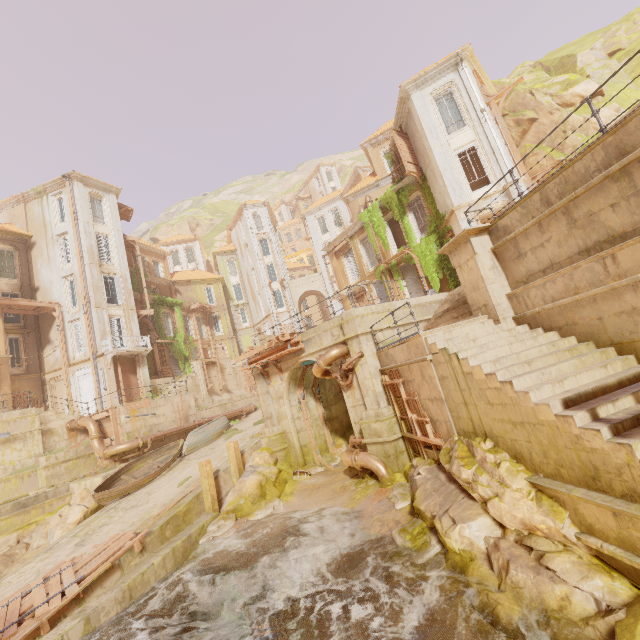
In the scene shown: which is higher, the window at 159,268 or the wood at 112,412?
the window at 159,268

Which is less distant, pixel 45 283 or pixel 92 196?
pixel 45 283

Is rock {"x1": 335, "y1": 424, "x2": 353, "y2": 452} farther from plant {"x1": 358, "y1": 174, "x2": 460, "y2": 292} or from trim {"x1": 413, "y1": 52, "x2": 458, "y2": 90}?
trim {"x1": 413, "y1": 52, "x2": 458, "y2": 90}

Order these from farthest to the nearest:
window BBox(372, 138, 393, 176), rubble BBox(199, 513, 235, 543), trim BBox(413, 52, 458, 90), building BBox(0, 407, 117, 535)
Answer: window BBox(372, 138, 393, 176)
trim BBox(413, 52, 458, 90)
building BBox(0, 407, 117, 535)
rubble BBox(199, 513, 235, 543)

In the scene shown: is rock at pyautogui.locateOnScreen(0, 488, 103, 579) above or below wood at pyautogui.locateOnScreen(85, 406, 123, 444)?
below

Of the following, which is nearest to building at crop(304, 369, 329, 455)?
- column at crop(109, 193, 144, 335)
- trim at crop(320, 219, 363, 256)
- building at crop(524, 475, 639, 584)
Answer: building at crop(524, 475, 639, 584)

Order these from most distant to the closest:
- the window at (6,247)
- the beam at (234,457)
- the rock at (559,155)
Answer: the window at (6,247)
the rock at (559,155)
the beam at (234,457)

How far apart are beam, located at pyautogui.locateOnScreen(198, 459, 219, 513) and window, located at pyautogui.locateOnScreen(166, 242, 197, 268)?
43.8m
